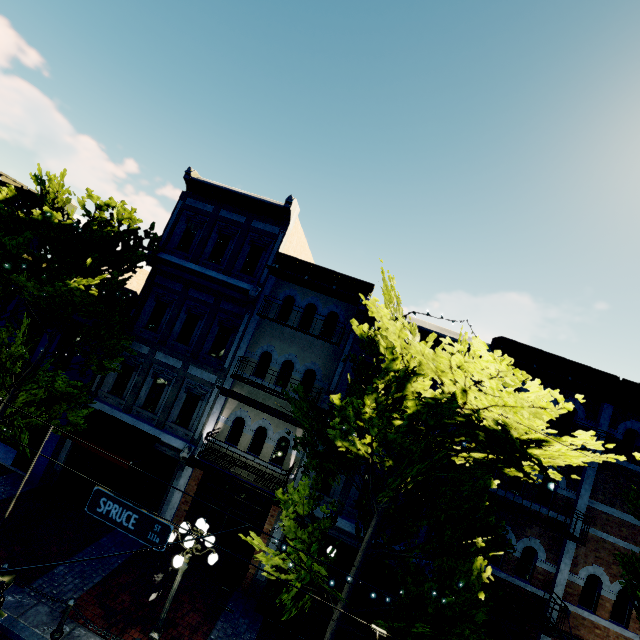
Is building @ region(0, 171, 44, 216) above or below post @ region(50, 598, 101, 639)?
above

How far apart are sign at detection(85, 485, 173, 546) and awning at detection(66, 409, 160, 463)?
5.6m

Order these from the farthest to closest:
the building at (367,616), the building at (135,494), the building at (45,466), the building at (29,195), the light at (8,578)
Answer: the building at (29,195), the building at (45,466), the building at (135,494), the building at (367,616), the light at (8,578)

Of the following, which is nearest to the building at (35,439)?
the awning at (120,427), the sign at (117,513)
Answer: the awning at (120,427)

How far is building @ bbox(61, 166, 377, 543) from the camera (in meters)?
12.20

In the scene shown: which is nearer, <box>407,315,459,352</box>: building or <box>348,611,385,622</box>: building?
<box>348,611,385,622</box>: building

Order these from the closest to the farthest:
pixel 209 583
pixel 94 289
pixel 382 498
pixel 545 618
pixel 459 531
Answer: pixel 382 498, pixel 459 531, pixel 94 289, pixel 545 618, pixel 209 583

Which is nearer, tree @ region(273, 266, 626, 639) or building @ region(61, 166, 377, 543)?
tree @ region(273, 266, 626, 639)
